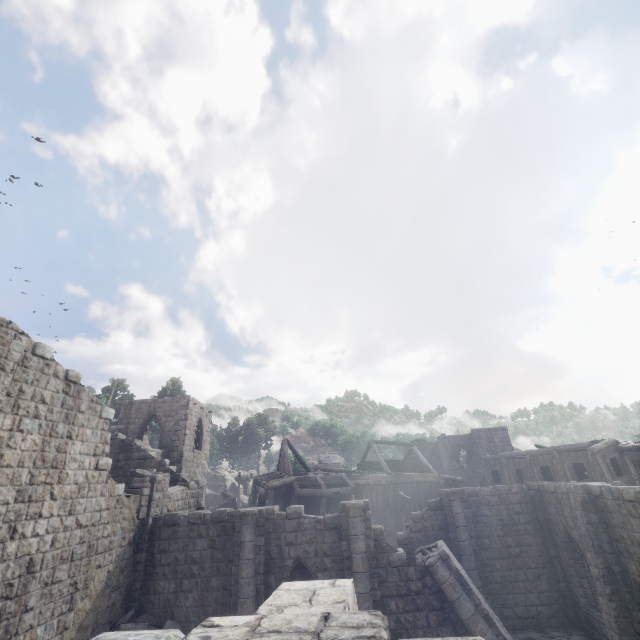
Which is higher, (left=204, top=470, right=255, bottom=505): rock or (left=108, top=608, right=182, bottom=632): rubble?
(left=204, top=470, right=255, bottom=505): rock

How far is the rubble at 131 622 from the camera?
11.7m

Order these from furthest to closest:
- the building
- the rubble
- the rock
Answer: the rock
the rubble
the building

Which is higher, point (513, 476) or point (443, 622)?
point (513, 476)

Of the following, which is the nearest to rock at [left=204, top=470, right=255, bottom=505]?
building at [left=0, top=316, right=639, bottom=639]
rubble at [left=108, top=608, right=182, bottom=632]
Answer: building at [left=0, top=316, right=639, bottom=639]

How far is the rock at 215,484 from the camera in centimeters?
4353cm

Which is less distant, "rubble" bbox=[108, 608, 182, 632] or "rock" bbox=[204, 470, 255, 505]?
"rubble" bbox=[108, 608, 182, 632]
